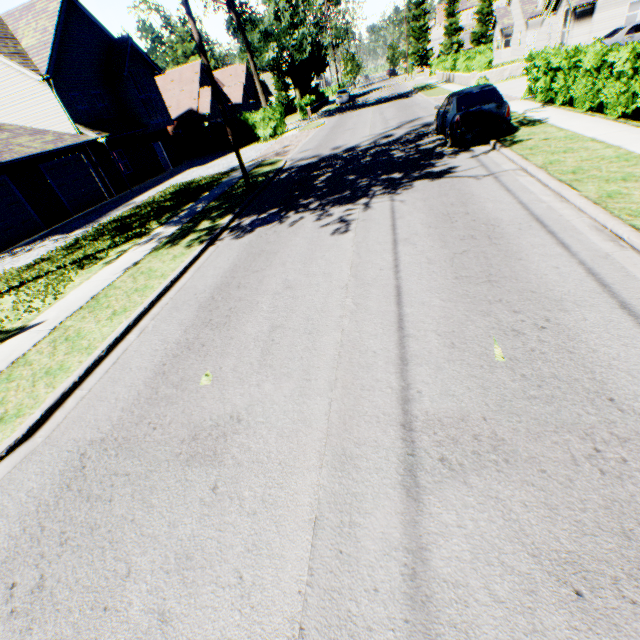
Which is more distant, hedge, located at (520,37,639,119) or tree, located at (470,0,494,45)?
tree, located at (470,0,494,45)

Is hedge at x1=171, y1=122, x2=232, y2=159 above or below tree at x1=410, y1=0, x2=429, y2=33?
below

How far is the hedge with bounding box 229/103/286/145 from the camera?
29.0 meters

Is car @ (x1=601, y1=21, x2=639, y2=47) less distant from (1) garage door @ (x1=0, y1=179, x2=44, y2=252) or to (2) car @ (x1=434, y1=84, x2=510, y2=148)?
(2) car @ (x1=434, y1=84, x2=510, y2=148)

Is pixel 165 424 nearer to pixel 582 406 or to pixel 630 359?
pixel 582 406

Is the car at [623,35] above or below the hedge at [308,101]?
below

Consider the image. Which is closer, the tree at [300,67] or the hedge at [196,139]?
the tree at [300,67]

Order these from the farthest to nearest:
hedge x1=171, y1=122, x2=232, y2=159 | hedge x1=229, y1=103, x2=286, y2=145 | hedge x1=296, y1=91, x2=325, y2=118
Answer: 1. hedge x1=296, y1=91, x2=325, y2=118
2. hedge x1=171, y1=122, x2=232, y2=159
3. hedge x1=229, y1=103, x2=286, y2=145
